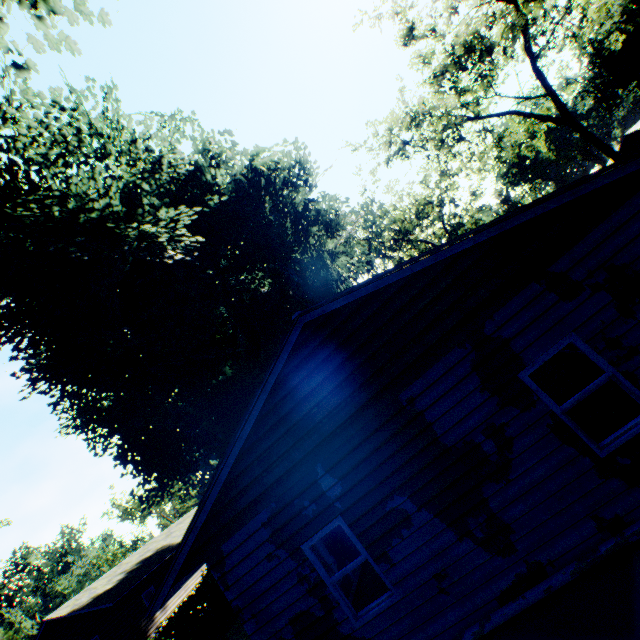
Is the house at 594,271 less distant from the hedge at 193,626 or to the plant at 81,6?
the plant at 81,6

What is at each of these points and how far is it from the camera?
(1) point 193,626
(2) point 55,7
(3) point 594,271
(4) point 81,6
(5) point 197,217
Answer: (1) hedge, 14.0 meters
(2) plant, 5.5 meters
(3) house, 4.9 meters
(4) plant, 5.7 meters
(5) plant, 15.7 meters

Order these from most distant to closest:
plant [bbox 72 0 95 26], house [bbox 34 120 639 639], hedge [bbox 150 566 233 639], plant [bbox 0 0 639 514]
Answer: hedge [bbox 150 566 233 639] → plant [bbox 0 0 639 514] → plant [bbox 72 0 95 26] → house [bbox 34 120 639 639]

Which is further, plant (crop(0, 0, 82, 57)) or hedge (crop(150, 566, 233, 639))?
hedge (crop(150, 566, 233, 639))

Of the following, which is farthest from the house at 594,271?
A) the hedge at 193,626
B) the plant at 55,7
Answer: the hedge at 193,626

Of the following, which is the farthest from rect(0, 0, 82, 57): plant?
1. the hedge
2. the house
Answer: the hedge

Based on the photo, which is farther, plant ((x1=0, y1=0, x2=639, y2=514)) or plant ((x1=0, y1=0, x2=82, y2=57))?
plant ((x1=0, y1=0, x2=639, y2=514))
